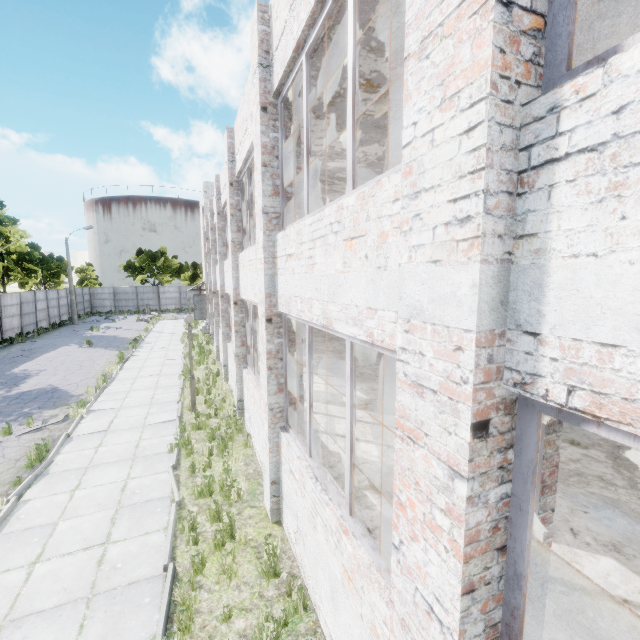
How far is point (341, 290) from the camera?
3.2m

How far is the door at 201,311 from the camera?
27.52m

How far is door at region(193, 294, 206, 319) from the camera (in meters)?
27.52
